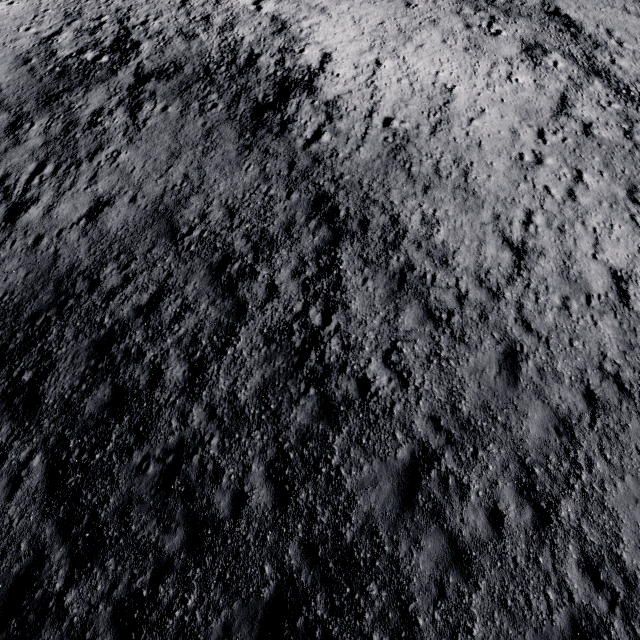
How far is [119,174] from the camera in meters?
12.5 m
